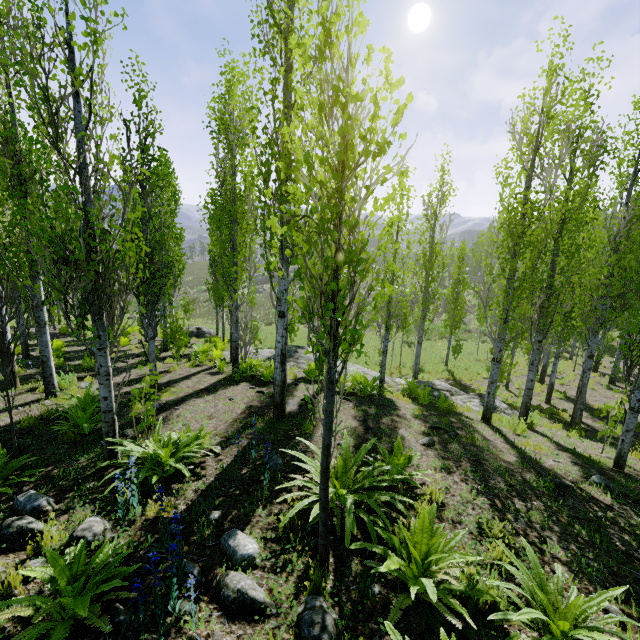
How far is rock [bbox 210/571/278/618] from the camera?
2.8m

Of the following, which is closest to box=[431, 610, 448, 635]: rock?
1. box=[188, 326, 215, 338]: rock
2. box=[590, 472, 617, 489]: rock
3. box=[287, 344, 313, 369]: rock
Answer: box=[590, 472, 617, 489]: rock

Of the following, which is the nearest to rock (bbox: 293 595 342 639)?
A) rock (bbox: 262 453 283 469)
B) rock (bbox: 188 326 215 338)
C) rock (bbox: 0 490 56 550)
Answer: rock (bbox: 262 453 283 469)

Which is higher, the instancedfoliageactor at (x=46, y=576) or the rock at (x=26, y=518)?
the instancedfoliageactor at (x=46, y=576)

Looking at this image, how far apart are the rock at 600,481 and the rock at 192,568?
6.0 meters

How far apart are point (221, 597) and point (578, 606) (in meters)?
3.16

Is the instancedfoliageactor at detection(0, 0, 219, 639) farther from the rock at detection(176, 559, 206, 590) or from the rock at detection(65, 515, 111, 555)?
the rock at detection(65, 515, 111, 555)

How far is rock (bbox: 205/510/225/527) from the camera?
3.87m
